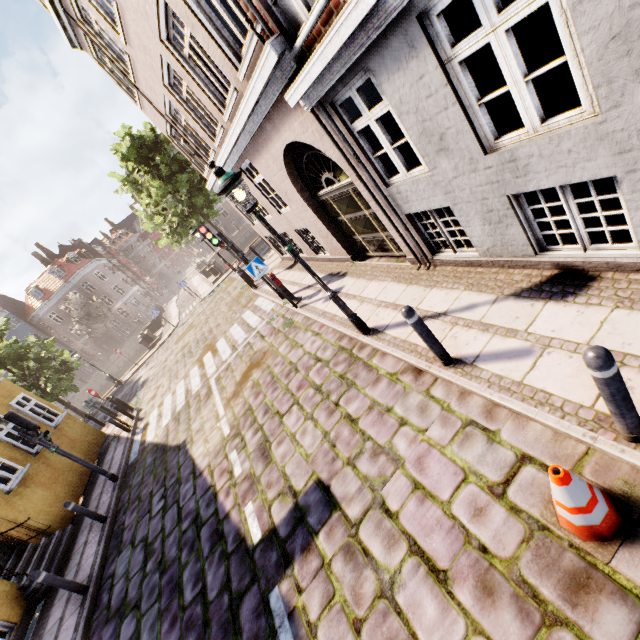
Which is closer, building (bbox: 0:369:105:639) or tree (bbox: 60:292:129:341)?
building (bbox: 0:369:105:639)

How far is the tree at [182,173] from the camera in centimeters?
1981cm

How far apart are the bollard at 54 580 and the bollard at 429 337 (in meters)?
8.58

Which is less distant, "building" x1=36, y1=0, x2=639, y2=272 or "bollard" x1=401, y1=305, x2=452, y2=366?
"building" x1=36, y1=0, x2=639, y2=272

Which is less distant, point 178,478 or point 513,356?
point 513,356

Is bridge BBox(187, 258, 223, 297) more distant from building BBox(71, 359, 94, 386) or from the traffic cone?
the traffic cone

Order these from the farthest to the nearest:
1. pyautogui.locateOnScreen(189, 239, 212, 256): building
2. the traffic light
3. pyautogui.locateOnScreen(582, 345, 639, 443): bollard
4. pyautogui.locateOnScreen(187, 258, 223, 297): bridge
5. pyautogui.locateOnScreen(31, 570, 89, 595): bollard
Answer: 1. pyautogui.locateOnScreen(189, 239, 212, 256): building
2. pyautogui.locateOnScreen(187, 258, 223, 297): bridge
3. the traffic light
4. pyautogui.locateOnScreen(31, 570, 89, 595): bollard
5. pyautogui.locateOnScreen(582, 345, 639, 443): bollard

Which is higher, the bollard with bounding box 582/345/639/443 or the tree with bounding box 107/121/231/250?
the tree with bounding box 107/121/231/250
